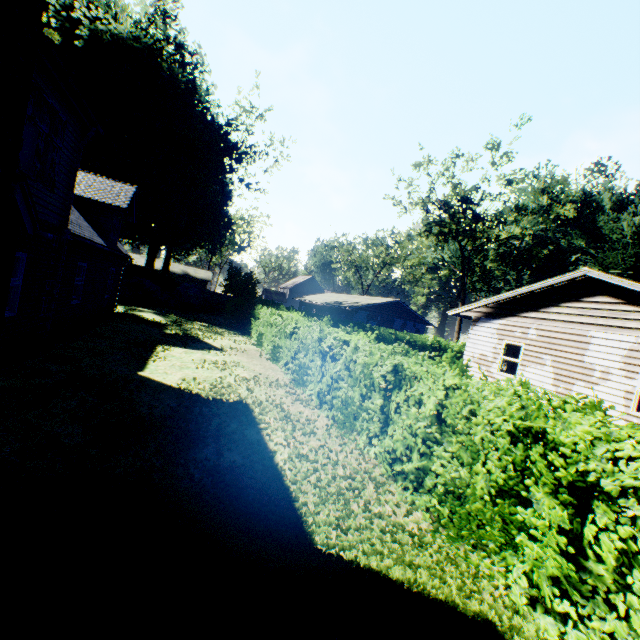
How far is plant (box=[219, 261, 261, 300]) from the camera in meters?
32.8 m

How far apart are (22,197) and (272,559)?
7.6 meters

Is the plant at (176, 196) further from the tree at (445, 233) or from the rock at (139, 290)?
the tree at (445, 233)

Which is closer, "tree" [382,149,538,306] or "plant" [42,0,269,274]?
"plant" [42,0,269,274]

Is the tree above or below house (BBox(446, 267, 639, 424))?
above

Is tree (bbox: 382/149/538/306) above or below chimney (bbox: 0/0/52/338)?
above

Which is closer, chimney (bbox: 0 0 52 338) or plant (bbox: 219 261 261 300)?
chimney (bbox: 0 0 52 338)

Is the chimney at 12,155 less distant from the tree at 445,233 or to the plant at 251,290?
the plant at 251,290
